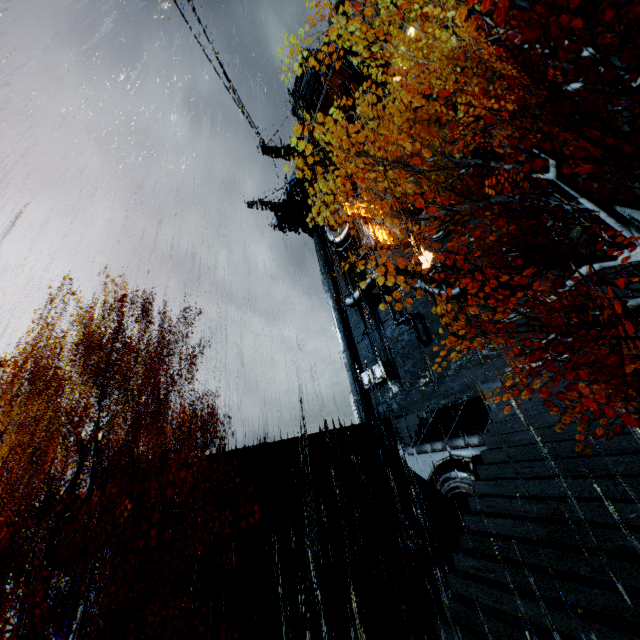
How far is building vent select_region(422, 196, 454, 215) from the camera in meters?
21.4 m

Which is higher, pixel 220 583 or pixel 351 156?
pixel 351 156

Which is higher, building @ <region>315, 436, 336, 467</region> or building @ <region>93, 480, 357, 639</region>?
building @ <region>315, 436, 336, 467</region>

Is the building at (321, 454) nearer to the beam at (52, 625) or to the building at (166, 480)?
the building at (166, 480)

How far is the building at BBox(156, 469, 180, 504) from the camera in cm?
1606

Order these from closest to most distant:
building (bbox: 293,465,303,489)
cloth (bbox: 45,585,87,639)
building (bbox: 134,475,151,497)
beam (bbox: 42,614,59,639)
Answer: building (bbox: 134,475,151,497) < building (bbox: 293,465,303,489) < beam (bbox: 42,614,59,639) < cloth (bbox: 45,585,87,639)

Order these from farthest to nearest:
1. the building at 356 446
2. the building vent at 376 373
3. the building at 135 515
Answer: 1. the building vent at 376 373
2. the building at 356 446
3. the building at 135 515
